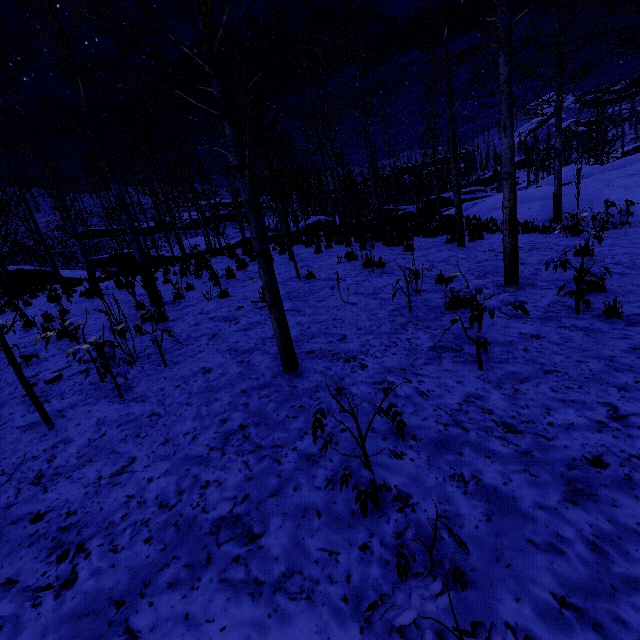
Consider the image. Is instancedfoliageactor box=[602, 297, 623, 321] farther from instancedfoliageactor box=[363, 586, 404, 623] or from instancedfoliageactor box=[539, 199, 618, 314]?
instancedfoliageactor box=[539, 199, 618, 314]

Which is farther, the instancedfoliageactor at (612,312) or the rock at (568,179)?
the rock at (568,179)

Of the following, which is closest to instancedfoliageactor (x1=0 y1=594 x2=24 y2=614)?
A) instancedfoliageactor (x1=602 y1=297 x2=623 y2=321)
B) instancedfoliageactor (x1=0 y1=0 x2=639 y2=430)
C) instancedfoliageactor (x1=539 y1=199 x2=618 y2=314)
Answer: instancedfoliageactor (x1=602 y1=297 x2=623 y2=321)

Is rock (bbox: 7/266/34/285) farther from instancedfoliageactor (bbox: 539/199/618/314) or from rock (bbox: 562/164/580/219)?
instancedfoliageactor (bbox: 539/199/618/314)

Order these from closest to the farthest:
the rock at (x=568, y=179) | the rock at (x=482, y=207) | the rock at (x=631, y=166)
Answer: the rock at (x=631, y=166), the rock at (x=568, y=179), the rock at (x=482, y=207)

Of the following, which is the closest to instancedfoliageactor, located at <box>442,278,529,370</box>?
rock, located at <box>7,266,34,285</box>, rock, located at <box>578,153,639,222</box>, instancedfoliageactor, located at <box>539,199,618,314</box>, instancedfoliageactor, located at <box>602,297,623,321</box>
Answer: instancedfoliageactor, located at <box>602,297,623,321</box>

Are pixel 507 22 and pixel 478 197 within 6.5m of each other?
no

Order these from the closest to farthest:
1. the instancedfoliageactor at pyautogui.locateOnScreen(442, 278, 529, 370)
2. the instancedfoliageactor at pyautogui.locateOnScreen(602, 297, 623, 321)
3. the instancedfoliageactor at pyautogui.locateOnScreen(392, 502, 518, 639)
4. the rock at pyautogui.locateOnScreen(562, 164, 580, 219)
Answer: the instancedfoliageactor at pyautogui.locateOnScreen(392, 502, 518, 639) < the instancedfoliageactor at pyautogui.locateOnScreen(442, 278, 529, 370) < the instancedfoliageactor at pyautogui.locateOnScreen(602, 297, 623, 321) < the rock at pyautogui.locateOnScreen(562, 164, 580, 219)
